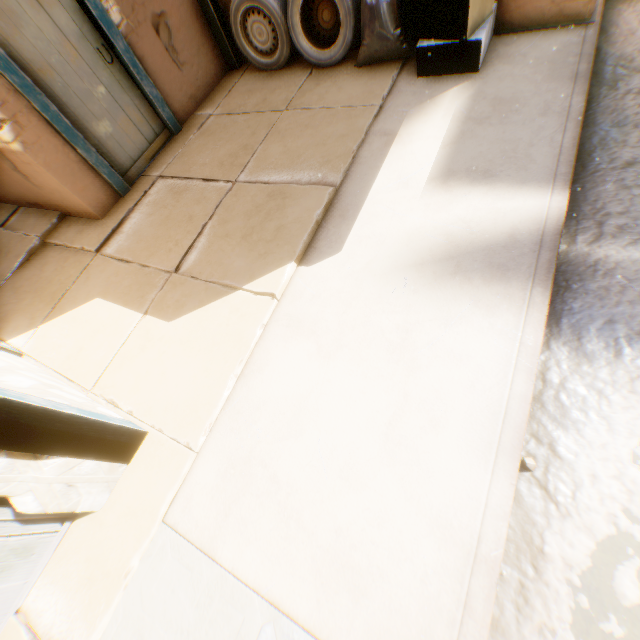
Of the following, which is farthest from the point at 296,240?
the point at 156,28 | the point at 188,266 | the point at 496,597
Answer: the point at 156,28

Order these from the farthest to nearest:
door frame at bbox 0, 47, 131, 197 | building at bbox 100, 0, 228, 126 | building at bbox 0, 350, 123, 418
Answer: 1. building at bbox 100, 0, 228, 126
2. door frame at bbox 0, 47, 131, 197
3. building at bbox 0, 350, 123, 418

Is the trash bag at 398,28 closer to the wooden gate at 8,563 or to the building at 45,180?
the building at 45,180

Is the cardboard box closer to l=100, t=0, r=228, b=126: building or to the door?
l=100, t=0, r=228, b=126: building

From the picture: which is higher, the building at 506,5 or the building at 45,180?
the building at 45,180

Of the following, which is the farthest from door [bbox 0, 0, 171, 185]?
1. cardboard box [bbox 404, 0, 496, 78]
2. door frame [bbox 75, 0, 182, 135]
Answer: cardboard box [bbox 404, 0, 496, 78]

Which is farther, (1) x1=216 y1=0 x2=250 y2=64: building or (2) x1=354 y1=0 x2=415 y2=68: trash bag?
(1) x1=216 y1=0 x2=250 y2=64: building

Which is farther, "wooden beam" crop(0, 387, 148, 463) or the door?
the door
